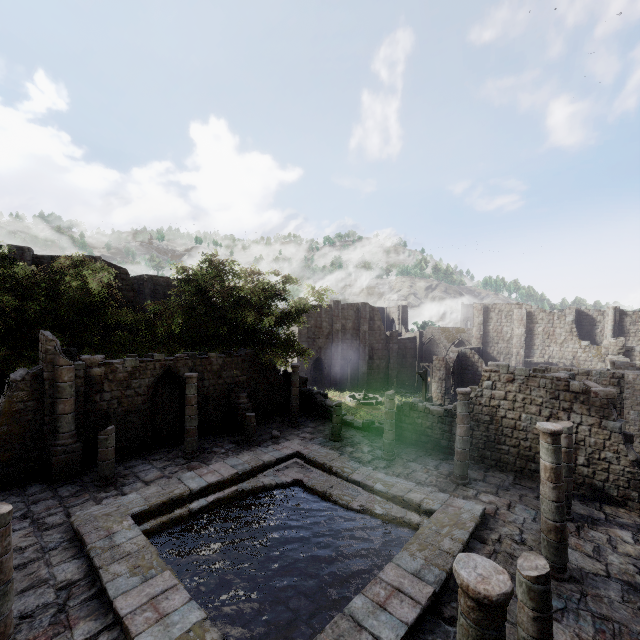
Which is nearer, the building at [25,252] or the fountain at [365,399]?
the building at [25,252]

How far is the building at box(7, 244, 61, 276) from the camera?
22.93m

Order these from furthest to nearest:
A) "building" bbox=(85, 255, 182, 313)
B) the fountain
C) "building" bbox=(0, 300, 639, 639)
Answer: the fountain
"building" bbox=(85, 255, 182, 313)
"building" bbox=(0, 300, 639, 639)

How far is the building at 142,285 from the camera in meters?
26.7 m

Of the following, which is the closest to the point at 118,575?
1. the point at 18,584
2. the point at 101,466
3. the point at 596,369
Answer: the point at 18,584

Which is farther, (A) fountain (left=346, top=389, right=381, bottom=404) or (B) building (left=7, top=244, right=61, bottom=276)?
(A) fountain (left=346, top=389, right=381, bottom=404)
